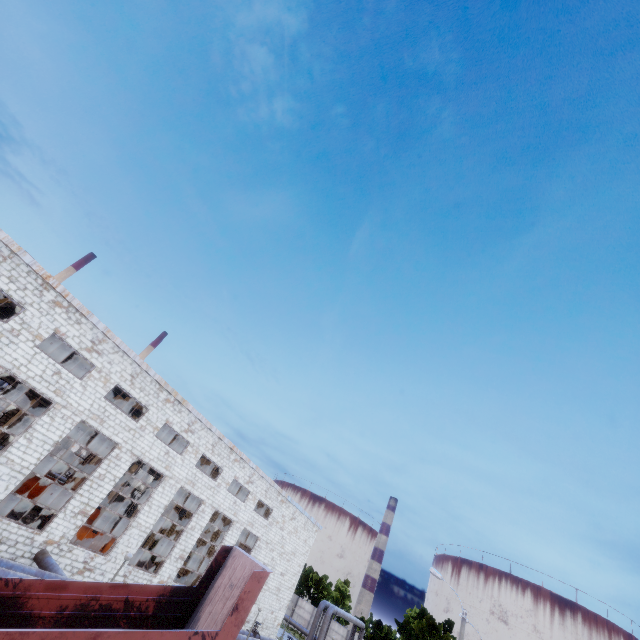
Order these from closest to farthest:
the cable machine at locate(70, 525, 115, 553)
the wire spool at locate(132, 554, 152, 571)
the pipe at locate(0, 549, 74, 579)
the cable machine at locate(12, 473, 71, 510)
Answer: the pipe at locate(0, 549, 74, 579), the cable machine at locate(70, 525, 115, 553), the wire spool at locate(132, 554, 152, 571), the cable machine at locate(12, 473, 71, 510)

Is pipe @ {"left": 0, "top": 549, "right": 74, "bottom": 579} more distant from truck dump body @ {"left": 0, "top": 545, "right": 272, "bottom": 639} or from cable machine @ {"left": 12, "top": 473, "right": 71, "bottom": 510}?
cable machine @ {"left": 12, "top": 473, "right": 71, "bottom": 510}

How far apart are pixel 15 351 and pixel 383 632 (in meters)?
56.16

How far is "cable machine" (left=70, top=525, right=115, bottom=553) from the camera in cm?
2072

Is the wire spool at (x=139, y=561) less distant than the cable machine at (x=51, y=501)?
Yes

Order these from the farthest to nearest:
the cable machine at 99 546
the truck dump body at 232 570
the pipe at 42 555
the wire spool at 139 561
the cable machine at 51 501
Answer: the cable machine at 51 501, the wire spool at 139 561, the cable machine at 99 546, the pipe at 42 555, the truck dump body at 232 570

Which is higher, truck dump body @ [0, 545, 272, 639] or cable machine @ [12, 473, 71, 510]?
truck dump body @ [0, 545, 272, 639]

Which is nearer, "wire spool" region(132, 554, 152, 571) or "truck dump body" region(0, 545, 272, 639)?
"truck dump body" region(0, 545, 272, 639)
